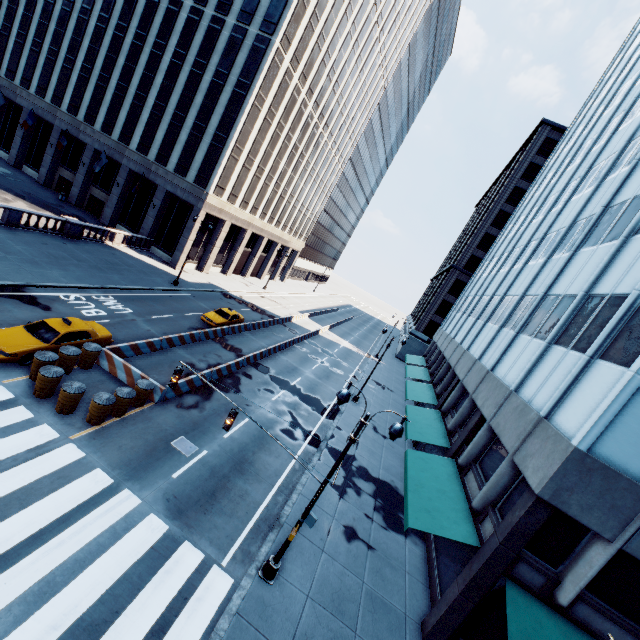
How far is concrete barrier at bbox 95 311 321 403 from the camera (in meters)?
16.23

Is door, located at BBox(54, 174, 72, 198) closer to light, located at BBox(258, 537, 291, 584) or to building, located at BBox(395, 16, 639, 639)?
light, located at BBox(258, 537, 291, 584)

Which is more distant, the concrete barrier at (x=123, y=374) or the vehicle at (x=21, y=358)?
the concrete barrier at (x=123, y=374)

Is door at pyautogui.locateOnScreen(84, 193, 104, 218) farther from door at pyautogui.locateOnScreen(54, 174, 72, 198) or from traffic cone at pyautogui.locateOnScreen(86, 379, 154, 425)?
traffic cone at pyautogui.locateOnScreen(86, 379, 154, 425)

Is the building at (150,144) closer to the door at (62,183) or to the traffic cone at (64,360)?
the door at (62,183)

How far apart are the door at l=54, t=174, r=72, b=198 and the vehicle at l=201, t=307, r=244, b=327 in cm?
3030

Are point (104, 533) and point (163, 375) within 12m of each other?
yes

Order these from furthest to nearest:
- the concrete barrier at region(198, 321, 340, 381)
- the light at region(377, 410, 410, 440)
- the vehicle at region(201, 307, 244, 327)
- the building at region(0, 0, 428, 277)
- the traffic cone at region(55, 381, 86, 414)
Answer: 1. the building at region(0, 0, 428, 277)
2. the vehicle at region(201, 307, 244, 327)
3. the concrete barrier at region(198, 321, 340, 381)
4. the traffic cone at region(55, 381, 86, 414)
5. the light at region(377, 410, 410, 440)
